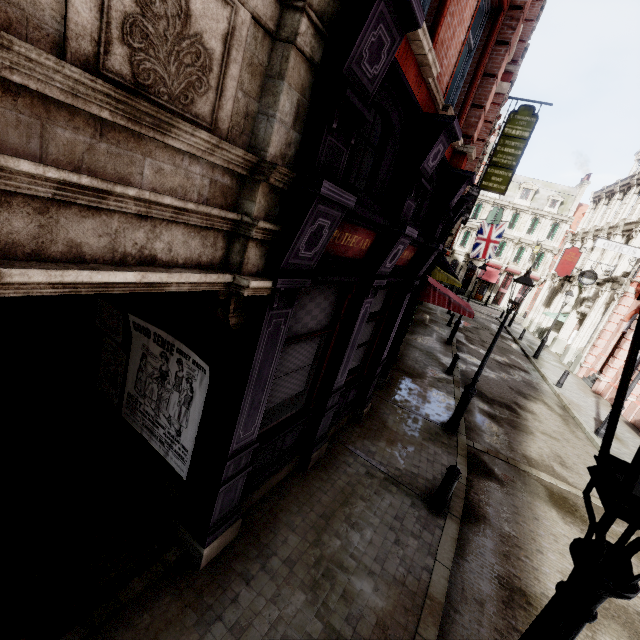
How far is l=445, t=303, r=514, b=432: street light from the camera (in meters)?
8.39

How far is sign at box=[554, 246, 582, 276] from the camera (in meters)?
25.73

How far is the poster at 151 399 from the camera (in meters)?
3.98

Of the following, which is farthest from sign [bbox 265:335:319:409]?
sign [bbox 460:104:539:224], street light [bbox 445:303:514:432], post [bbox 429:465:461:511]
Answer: sign [bbox 460:104:539:224]

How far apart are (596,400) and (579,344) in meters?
7.0 m

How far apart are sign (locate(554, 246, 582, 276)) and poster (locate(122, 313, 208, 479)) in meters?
31.0

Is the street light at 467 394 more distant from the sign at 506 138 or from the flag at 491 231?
the flag at 491 231

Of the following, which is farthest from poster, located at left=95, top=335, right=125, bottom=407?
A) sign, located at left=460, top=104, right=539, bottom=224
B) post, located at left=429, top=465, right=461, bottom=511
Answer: sign, located at left=460, top=104, right=539, bottom=224
